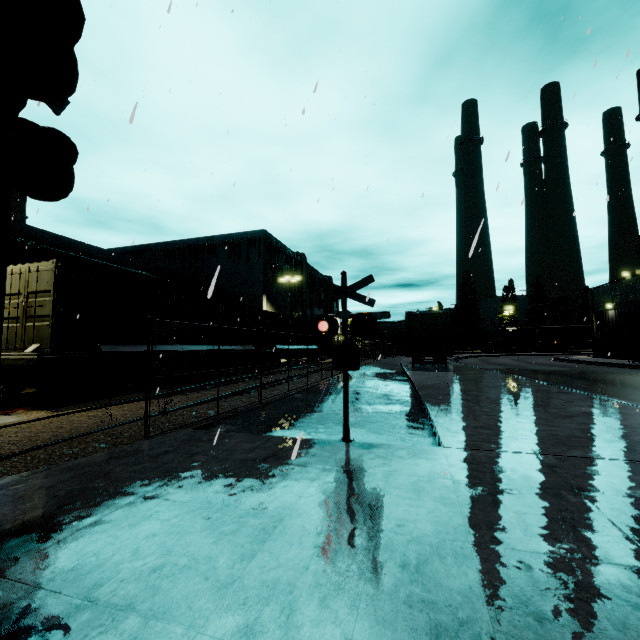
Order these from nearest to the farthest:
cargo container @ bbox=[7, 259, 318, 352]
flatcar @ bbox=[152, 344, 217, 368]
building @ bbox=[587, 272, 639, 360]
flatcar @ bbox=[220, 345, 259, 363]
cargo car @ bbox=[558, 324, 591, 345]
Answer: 1. cargo container @ bbox=[7, 259, 318, 352]
2. flatcar @ bbox=[152, 344, 217, 368]
3. flatcar @ bbox=[220, 345, 259, 363]
4. building @ bbox=[587, 272, 639, 360]
5. cargo car @ bbox=[558, 324, 591, 345]

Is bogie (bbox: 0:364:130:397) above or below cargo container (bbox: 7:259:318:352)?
below

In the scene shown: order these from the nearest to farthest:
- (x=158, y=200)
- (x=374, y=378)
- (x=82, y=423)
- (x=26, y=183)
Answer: (x=26, y=183) < (x=82, y=423) < (x=158, y=200) < (x=374, y=378)

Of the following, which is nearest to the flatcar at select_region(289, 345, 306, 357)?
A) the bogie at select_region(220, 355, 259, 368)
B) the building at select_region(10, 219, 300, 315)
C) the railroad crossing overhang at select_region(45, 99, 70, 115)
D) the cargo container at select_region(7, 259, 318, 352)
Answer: the cargo container at select_region(7, 259, 318, 352)

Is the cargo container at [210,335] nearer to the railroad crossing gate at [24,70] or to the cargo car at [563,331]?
the railroad crossing gate at [24,70]

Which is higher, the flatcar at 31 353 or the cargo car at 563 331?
the cargo car at 563 331

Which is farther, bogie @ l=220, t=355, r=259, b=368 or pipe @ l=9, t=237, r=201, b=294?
pipe @ l=9, t=237, r=201, b=294

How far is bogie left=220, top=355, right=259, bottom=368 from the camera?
18.2 meters
